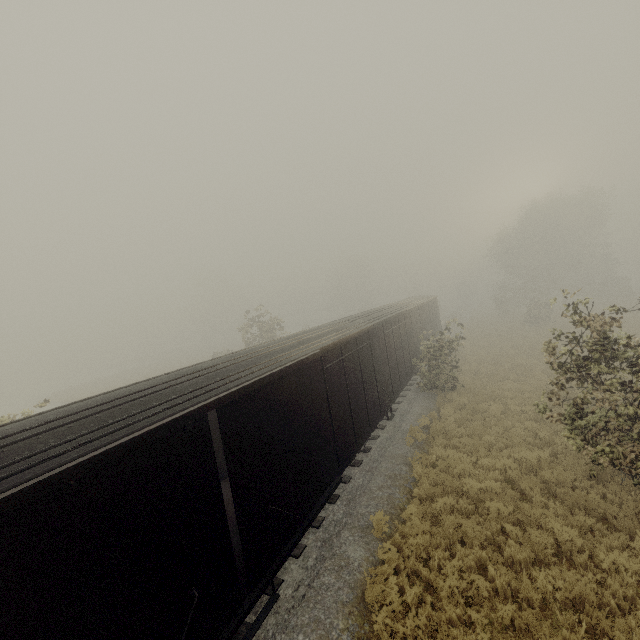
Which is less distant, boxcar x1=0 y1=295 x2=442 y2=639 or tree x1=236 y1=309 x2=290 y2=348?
boxcar x1=0 y1=295 x2=442 y2=639

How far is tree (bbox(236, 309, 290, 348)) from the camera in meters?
26.7

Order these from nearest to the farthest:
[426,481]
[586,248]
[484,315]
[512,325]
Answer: [426,481] → [512,325] → [484,315] → [586,248]

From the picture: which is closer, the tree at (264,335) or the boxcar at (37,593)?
the boxcar at (37,593)

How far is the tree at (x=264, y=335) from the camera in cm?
2666
